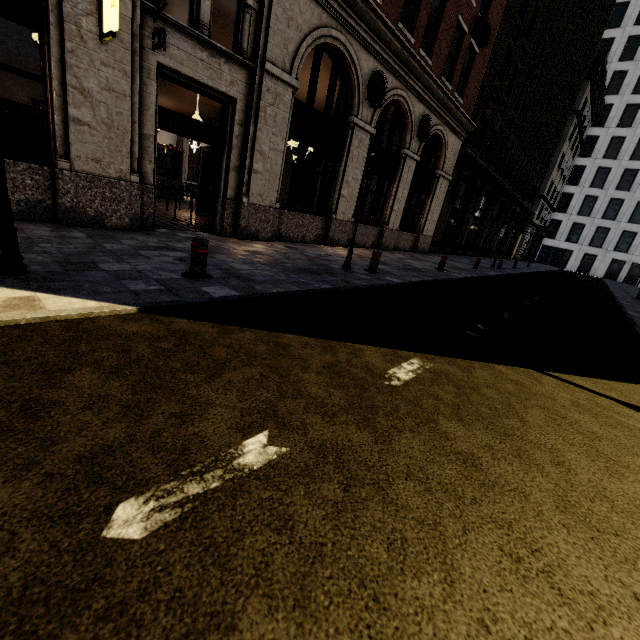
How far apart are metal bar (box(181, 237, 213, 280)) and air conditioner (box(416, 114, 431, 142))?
12.6m

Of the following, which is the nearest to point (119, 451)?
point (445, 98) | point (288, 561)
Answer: point (288, 561)

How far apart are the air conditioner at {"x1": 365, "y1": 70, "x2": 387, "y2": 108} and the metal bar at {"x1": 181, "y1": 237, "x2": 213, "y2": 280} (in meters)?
9.14

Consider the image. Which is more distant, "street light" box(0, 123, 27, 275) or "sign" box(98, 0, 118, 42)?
"sign" box(98, 0, 118, 42)

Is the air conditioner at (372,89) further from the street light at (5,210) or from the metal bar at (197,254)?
the street light at (5,210)

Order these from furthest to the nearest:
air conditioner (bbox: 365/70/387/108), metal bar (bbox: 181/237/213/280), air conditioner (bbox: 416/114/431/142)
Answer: air conditioner (bbox: 416/114/431/142) < air conditioner (bbox: 365/70/387/108) < metal bar (bbox: 181/237/213/280)

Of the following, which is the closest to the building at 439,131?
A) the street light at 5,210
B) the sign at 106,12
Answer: the sign at 106,12

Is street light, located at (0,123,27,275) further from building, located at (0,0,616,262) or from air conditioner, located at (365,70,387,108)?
air conditioner, located at (365,70,387,108)
